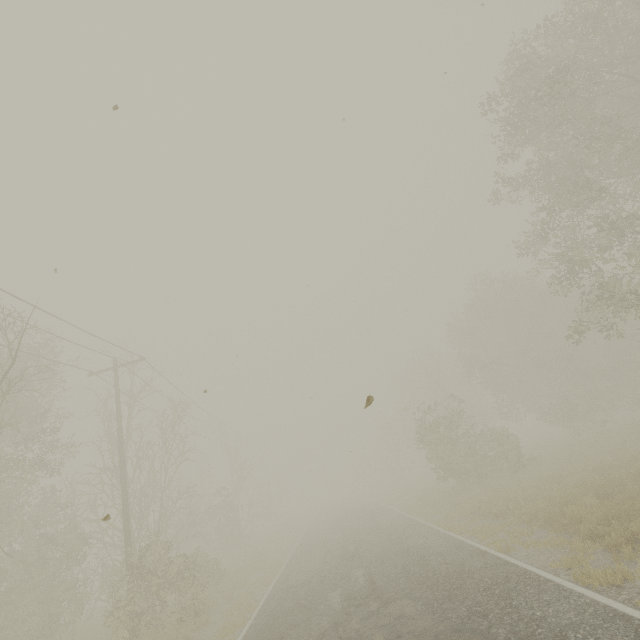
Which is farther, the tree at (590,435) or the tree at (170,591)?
the tree at (170,591)

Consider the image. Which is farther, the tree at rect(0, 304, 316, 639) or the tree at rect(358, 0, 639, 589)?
the tree at rect(0, 304, 316, 639)

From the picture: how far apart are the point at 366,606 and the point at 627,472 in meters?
10.4 m
